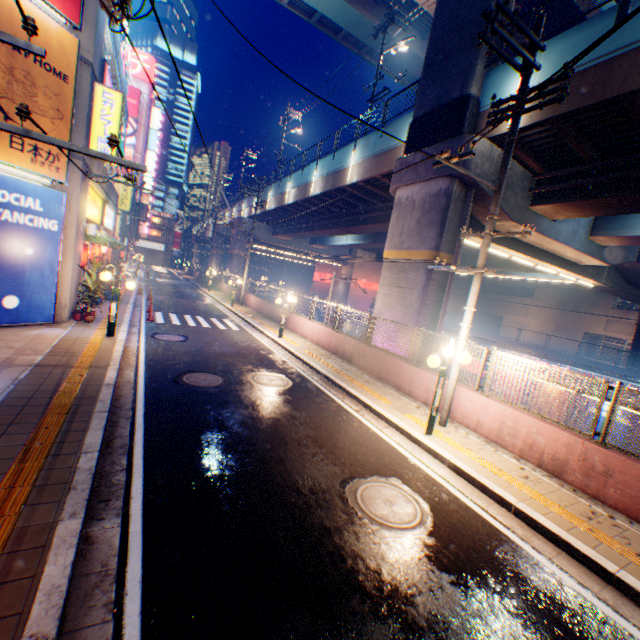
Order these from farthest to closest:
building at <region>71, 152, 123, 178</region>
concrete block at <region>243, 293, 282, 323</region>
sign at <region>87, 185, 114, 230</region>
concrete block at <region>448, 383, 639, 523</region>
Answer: concrete block at <region>243, 293, 282, 323</region> → sign at <region>87, 185, 114, 230</region> → building at <region>71, 152, 123, 178</region> → concrete block at <region>448, 383, 639, 523</region>

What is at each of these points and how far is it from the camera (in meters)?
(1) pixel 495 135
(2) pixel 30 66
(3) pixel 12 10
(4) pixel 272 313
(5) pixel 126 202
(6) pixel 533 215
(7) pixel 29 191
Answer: (1) overpass support, 11.33
(2) billboard, 8.93
(3) billboard, 8.35
(4) concrete block, 21.83
(5) sign, 24.52
(6) overpass support, 13.70
(7) billboard, 9.51

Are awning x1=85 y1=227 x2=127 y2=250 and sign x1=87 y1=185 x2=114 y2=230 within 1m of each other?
yes

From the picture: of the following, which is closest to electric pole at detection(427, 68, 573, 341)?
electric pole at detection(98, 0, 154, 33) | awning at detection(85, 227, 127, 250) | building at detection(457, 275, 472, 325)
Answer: electric pole at detection(98, 0, 154, 33)

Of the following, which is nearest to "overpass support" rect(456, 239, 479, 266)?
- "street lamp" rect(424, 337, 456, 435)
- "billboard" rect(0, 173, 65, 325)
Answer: "street lamp" rect(424, 337, 456, 435)

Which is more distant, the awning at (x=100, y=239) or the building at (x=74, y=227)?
the awning at (x=100, y=239)

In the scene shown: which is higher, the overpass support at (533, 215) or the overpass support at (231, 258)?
the overpass support at (533, 215)

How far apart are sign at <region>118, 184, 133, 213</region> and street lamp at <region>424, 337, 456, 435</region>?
26.0m
